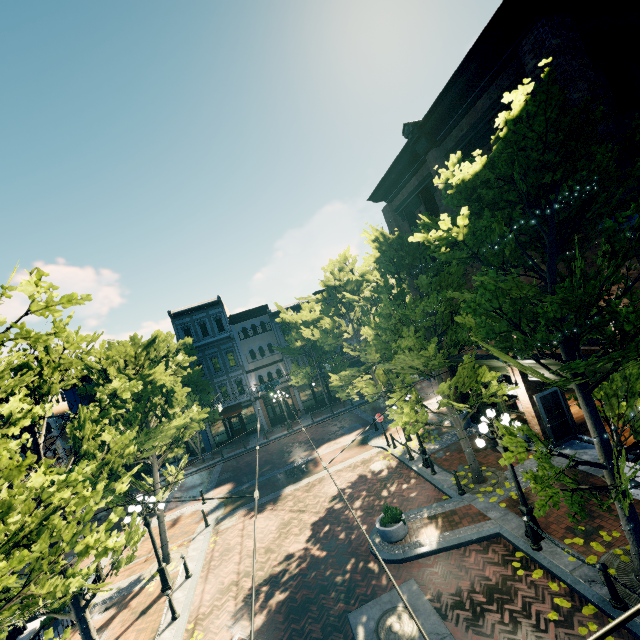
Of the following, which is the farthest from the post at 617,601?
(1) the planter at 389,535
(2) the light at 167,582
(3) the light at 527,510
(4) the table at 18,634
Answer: (4) the table at 18,634

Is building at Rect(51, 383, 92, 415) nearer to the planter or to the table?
the table

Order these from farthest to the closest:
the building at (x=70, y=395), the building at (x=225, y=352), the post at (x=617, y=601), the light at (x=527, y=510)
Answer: the building at (x=225, y=352) → the building at (x=70, y=395) → the light at (x=527, y=510) → the post at (x=617, y=601)

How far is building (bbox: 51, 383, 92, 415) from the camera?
29.5m

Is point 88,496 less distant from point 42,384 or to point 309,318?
point 42,384

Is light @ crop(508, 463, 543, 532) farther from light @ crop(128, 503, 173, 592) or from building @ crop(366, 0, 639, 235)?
building @ crop(366, 0, 639, 235)

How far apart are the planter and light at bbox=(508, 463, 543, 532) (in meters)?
3.42

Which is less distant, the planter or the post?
the post
